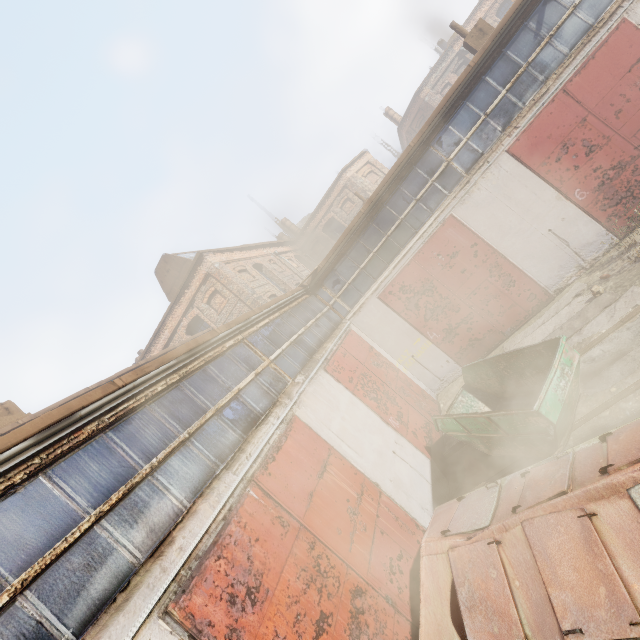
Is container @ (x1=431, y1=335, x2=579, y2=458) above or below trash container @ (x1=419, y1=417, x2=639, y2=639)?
below

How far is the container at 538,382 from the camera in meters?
5.6 m

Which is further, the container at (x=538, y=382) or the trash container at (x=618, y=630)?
Answer: the container at (x=538, y=382)

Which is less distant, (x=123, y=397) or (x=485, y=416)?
(x=123, y=397)

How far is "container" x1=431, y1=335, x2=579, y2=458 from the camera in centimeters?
556cm

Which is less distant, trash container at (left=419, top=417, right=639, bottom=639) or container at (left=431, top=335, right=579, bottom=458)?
trash container at (left=419, top=417, right=639, bottom=639)
